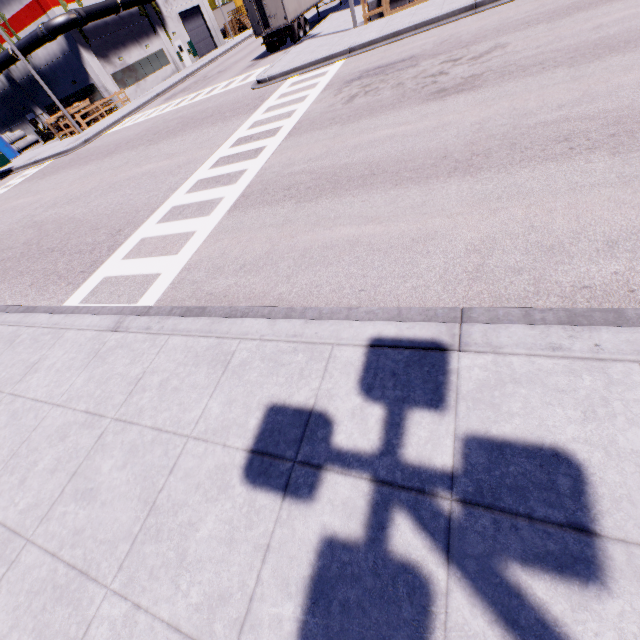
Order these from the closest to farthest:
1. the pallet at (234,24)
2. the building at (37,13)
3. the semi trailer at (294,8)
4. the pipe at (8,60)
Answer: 1. the semi trailer at (294,8)
2. the building at (37,13)
3. the pipe at (8,60)
4. the pallet at (234,24)

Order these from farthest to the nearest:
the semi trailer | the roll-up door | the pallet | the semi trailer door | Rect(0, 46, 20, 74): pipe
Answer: the pallet → the roll-up door → Rect(0, 46, 20, 74): pipe → the semi trailer → the semi trailer door

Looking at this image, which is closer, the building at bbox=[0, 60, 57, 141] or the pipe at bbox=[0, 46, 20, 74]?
the pipe at bbox=[0, 46, 20, 74]

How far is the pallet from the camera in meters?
46.5

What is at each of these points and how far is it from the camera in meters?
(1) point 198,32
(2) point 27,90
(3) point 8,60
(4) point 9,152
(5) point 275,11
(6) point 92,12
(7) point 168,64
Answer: (1) roll-up door, 41.2 m
(2) building, 33.7 m
(3) pipe, 30.1 m
(4) portable restroom, 33.8 m
(5) semi trailer door, 20.5 m
(6) pipe, 28.4 m
(7) building, 37.1 m

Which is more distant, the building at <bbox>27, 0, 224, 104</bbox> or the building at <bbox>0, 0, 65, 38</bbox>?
the building at <bbox>27, 0, 224, 104</bbox>

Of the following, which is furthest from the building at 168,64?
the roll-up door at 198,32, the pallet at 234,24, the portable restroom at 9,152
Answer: the portable restroom at 9,152

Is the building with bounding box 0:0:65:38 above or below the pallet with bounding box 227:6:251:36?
above
